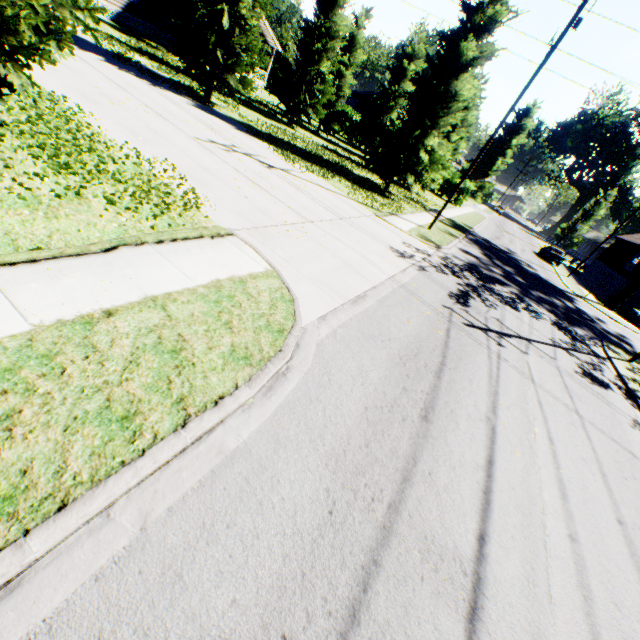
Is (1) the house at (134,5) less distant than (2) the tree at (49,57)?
No

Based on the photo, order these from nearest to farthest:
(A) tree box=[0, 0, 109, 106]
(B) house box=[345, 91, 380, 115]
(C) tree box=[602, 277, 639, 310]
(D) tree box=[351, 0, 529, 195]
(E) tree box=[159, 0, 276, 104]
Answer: (A) tree box=[0, 0, 109, 106]
(E) tree box=[159, 0, 276, 104]
(D) tree box=[351, 0, 529, 195]
(C) tree box=[602, 277, 639, 310]
(B) house box=[345, 91, 380, 115]

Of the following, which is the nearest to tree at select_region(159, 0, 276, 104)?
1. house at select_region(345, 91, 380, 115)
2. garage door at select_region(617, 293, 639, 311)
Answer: house at select_region(345, 91, 380, 115)

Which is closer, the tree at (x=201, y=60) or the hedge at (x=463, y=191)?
the tree at (x=201, y=60)

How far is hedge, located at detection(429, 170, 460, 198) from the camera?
37.4m

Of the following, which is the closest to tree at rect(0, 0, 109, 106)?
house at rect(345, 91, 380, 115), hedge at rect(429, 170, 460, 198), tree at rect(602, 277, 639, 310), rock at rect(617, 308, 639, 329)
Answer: hedge at rect(429, 170, 460, 198)

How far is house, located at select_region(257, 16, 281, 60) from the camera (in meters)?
31.67

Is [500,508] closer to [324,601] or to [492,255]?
[324,601]
